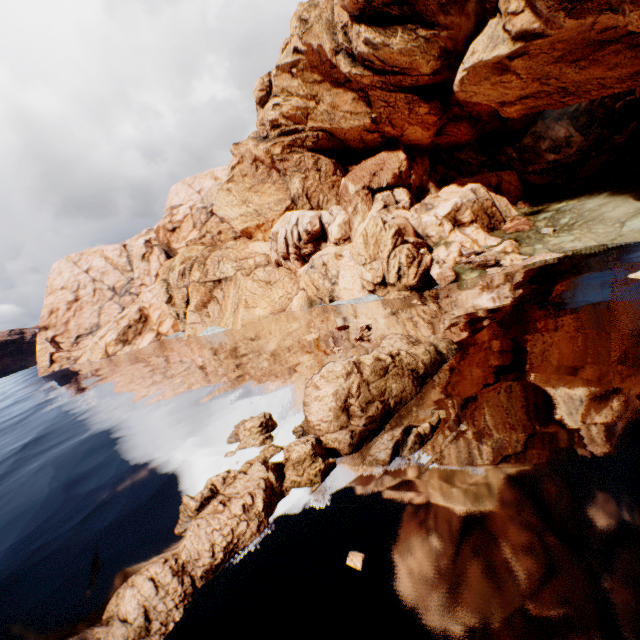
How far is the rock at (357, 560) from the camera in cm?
751

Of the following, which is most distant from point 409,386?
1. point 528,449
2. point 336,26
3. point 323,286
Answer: point 336,26

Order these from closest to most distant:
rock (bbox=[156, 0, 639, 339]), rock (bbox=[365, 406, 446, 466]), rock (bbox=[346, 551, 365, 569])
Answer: rock (bbox=[346, 551, 365, 569]), rock (bbox=[365, 406, 446, 466]), rock (bbox=[156, 0, 639, 339])

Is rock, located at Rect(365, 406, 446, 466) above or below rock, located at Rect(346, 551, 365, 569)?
above

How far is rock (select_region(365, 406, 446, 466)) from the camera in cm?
1041

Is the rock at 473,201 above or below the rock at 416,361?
above
